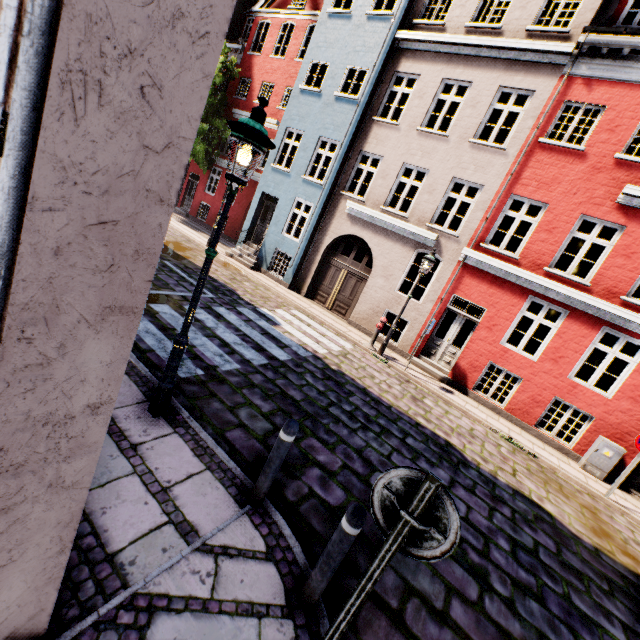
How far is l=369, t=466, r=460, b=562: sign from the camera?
1.8 meters

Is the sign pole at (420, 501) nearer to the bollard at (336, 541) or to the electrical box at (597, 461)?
the bollard at (336, 541)

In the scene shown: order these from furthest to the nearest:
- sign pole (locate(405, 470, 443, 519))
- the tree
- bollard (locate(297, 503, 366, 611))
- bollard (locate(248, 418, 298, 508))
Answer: the tree, bollard (locate(248, 418, 298, 508)), bollard (locate(297, 503, 366, 611)), sign pole (locate(405, 470, 443, 519))

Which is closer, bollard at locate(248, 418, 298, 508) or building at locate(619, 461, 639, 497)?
bollard at locate(248, 418, 298, 508)

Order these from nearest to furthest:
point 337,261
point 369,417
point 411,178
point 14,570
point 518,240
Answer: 1. point 14,570
2. point 369,417
3. point 411,178
4. point 337,261
5. point 518,240

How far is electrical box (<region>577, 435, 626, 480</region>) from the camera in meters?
8.7 m

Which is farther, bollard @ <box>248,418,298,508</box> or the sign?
bollard @ <box>248,418,298,508</box>

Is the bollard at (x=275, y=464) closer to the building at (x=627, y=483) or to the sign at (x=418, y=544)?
the sign at (x=418, y=544)
